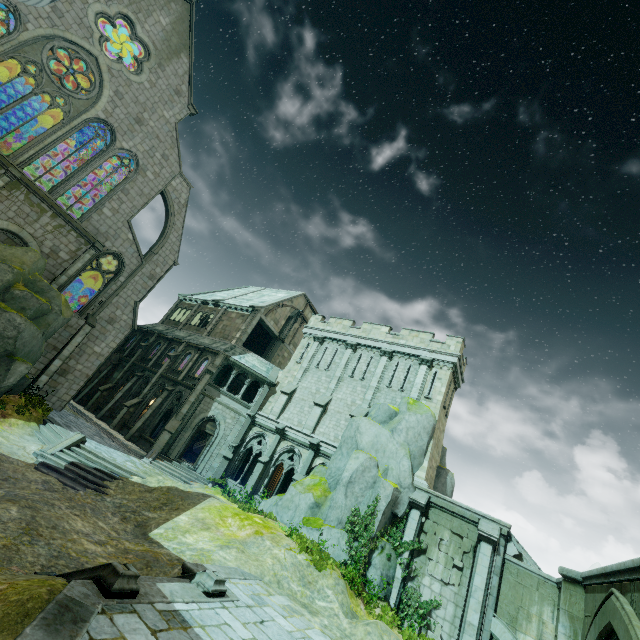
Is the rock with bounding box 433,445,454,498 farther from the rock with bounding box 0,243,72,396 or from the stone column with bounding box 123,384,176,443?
the rock with bounding box 0,243,72,396

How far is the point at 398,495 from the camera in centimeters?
1758cm

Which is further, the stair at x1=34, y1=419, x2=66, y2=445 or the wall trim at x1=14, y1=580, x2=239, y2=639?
the stair at x1=34, y1=419, x2=66, y2=445

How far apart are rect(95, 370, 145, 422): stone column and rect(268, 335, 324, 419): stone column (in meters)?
12.73

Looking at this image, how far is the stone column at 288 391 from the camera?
25.5 meters

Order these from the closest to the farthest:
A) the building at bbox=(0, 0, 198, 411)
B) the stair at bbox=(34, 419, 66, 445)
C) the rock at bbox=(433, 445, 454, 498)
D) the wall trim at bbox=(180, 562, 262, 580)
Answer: the wall trim at bbox=(180, 562, 262, 580), the stair at bbox=(34, 419, 66, 445), the building at bbox=(0, 0, 198, 411), the rock at bbox=(433, 445, 454, 498)

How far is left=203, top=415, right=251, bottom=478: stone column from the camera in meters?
23.8

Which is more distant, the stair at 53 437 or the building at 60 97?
the building at 60 97
